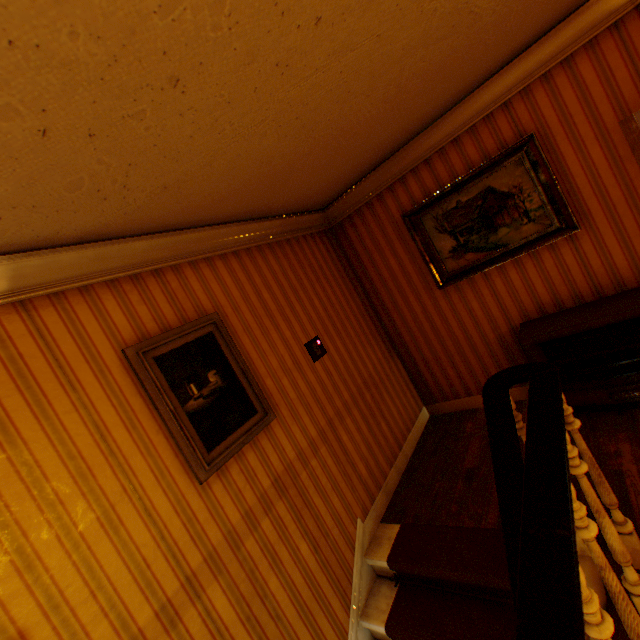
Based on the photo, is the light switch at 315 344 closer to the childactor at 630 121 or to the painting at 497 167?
the painting at 497 167

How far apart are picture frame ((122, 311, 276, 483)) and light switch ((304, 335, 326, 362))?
0.7 meters

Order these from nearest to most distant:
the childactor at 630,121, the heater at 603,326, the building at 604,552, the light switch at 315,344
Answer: the building at 604,552
the childactor at 630,121
the heater at 603,326
the light switch at 315,344

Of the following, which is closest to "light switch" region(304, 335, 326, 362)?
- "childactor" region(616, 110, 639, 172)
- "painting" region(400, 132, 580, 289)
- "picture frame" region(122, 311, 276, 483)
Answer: "picture frame" region(122, 311, 276, 483)

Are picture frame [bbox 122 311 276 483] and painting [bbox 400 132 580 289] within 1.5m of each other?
no

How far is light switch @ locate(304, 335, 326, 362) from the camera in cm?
327

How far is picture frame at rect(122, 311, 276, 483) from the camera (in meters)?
2.08

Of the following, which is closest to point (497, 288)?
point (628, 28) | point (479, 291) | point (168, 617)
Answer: point (479, 291)
